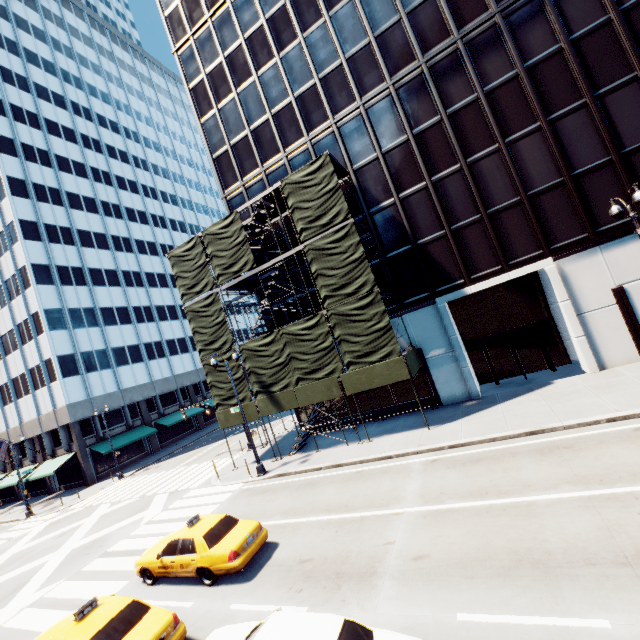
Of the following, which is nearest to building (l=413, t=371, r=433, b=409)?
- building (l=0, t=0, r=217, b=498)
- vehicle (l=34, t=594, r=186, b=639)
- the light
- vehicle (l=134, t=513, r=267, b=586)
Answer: the light

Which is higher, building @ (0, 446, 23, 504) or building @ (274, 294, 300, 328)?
building @ (274, 294, 300, 328)

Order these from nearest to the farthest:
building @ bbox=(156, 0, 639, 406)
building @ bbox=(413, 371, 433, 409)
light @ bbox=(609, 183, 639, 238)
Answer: light @ bbox=(609, 183, 639, 238), building @ bbox=(156, 0, 639, 406), building @ bbox=(413, 371, 433, 409)

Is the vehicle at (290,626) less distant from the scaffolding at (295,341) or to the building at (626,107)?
the scaffolding at (295,341)

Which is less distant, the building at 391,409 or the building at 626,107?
the building at 626,107

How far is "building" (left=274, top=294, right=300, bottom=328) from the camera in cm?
2328

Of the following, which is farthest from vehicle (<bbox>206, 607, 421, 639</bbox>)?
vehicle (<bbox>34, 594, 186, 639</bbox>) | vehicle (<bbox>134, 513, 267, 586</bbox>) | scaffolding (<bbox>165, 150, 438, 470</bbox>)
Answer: scaffolding (<bbox>165, 150, 438, 470</bbox>)

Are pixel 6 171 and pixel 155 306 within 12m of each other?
no
